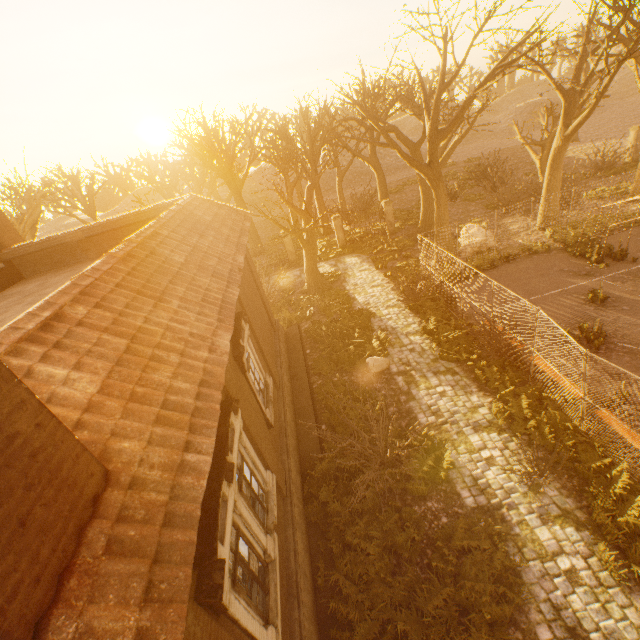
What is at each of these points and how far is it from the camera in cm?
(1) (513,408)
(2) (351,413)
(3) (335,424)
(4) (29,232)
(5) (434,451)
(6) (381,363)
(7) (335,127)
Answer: (1) instancedfoliageactor, 941
(2) instancedfoliageactor, 1080
(3) instancedfoliageactor, 1063
(4) tree, 2194
(5) instancedfoliageactor, 910
(6) rock, 1245
(7) tree, 2383

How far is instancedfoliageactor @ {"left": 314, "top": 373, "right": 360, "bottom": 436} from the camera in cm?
1054

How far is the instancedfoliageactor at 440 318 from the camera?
12.1 meters

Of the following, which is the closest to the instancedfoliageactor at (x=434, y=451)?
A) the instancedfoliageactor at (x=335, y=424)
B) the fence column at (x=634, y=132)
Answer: the instancedfoliageactor at (x=335, y=424)

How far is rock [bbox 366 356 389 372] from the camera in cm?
1238

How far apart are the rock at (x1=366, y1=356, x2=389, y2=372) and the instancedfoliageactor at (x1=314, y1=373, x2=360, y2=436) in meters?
2.0 m

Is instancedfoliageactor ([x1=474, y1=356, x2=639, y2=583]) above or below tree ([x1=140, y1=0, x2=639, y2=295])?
below

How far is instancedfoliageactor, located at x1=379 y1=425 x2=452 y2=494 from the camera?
8.3m
